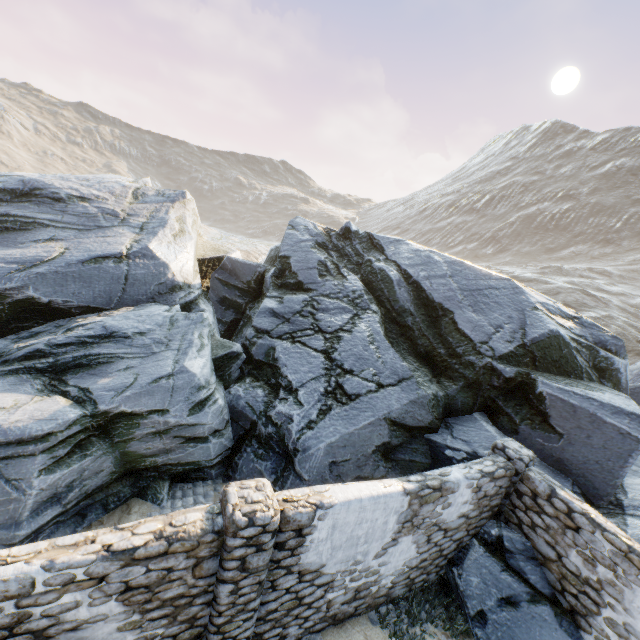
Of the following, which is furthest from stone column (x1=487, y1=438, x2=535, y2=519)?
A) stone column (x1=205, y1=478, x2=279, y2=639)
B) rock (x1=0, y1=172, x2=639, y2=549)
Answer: stone column (x1=205, y1=478, x2=279, y2=639)

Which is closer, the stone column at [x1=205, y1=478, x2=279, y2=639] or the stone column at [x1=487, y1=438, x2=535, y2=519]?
the stone column at [x1=205, y1=478, x2=279, y2=639]

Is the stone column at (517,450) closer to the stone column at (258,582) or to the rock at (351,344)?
the rock at (351,344)

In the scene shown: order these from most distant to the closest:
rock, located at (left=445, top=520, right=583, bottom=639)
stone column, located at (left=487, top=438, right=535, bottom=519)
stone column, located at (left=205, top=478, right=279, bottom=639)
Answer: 1. stone column, located at (left=487, top=438, right=535, bottom=519)
2. rock, located at (left=445, top=520, right=583, bottom=639)
3. stone column, located at (left=205, top=478, right=279, bottom=639)

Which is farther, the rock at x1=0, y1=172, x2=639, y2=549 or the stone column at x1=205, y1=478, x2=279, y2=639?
the rock at x1=0, y1=172, x2=639, y2=549

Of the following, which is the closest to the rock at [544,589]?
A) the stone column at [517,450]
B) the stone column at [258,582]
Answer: the stone column at [517,450]

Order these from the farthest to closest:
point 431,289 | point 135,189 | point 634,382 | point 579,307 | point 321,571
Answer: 1. point 579,307
2. point 135,189
3. point 634,382
4. point 431,289
5. point 321,571
